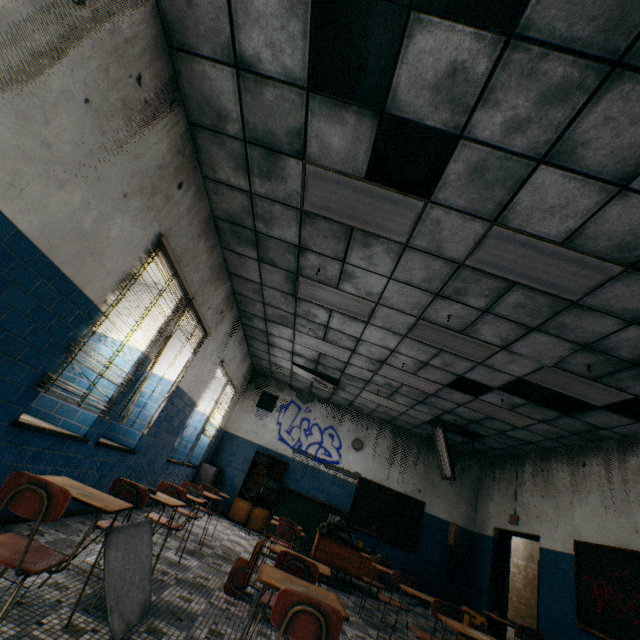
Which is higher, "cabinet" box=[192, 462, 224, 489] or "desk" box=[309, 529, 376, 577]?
"cabinet" box=[192, 462, 224, 489]

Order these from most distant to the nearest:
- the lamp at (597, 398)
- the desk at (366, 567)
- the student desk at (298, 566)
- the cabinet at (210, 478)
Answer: the cabinet at (210, 478)
the desk at (366, 567)
the lamp at (597, 398)
the student desk at (298, 566)

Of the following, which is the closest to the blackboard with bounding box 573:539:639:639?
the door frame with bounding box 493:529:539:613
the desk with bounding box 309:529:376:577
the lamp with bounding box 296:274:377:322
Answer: the door frame with bounding box 493:529:539:613

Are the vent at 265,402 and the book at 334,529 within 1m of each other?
no

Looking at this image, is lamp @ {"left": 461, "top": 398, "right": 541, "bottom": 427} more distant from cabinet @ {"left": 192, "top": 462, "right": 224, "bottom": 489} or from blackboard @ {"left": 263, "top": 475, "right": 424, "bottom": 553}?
cabinet @ {"left": 192, "top": 462, "right": 224, "bottom": 489}

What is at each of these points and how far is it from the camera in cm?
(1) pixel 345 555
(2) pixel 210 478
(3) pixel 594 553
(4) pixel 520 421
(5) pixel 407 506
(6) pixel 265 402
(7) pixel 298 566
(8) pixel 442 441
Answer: (1) desk, 651
(2) cabinet, 828
(3) blackboard, 557
(4) lamp, 673
(5) blackboard, 919
(6) vent, 1016
(7) student desk, 240
(8) lamp, 823

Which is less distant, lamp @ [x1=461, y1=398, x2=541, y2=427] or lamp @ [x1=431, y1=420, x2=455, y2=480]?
lamp @ [x1=461, y1=398, x2=541, y2=427]

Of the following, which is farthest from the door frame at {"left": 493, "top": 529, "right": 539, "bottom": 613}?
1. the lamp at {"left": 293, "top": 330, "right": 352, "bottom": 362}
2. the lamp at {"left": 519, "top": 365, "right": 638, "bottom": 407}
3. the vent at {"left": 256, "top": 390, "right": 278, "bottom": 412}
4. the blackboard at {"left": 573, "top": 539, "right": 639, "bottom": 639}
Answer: the vent at {"left": 256, "top": 390, "right": 278, "bottom": 412}
